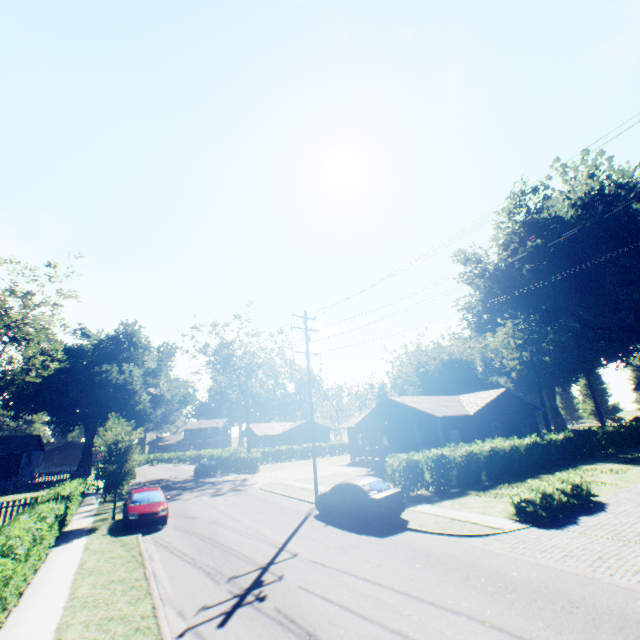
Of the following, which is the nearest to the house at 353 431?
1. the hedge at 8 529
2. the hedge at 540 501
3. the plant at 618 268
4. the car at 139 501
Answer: the hedge at 540 501

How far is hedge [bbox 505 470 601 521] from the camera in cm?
1227

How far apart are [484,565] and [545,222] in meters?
43.1

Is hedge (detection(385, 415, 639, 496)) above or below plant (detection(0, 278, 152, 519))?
below

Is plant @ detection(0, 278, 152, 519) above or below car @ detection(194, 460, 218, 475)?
above

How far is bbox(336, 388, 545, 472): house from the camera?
28.7 meters

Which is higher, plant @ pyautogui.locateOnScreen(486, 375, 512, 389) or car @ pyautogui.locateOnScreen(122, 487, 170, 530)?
plant @ pyautogui.locateOnScreen(486, 375, 512, 389)

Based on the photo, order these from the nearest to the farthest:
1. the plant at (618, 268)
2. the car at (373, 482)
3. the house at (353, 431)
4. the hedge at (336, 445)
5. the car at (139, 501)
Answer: the car at (373, 482) < the car at (139, 501) < the house at (353, 431) < the plant at (618, 268) < the hedge at (336, 445)
